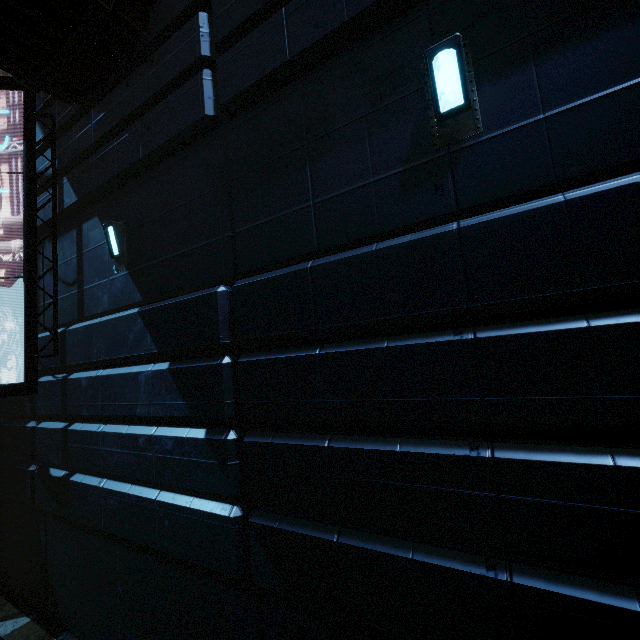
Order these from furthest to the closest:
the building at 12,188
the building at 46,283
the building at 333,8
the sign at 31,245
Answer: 1. the building at 12,188
2. the building at 46,283
3. the sign at 31,245
4. the building at 333,8

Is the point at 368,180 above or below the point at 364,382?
above

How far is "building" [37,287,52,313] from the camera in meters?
7.3

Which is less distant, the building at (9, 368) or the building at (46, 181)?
the building at (46, 181)

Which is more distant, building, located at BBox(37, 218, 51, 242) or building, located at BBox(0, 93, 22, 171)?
building, located at BBox(0, 93, 22, 171)

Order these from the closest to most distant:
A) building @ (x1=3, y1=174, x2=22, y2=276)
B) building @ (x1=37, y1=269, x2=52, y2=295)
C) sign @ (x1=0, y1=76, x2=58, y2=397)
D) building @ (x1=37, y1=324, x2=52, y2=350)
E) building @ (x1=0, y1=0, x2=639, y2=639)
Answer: building @ (x1=0, y1=0, x2=639, y2=639) → sign @ (x1=0, y1=76, x2=58, y2=397) → building @ (x1=37, y1=324, x2=52, y2=350) → building @ (x1=37, y1=269, x2=52, y2=295) → building @ (x1=3, y1=174, x2=22, y2=276)
